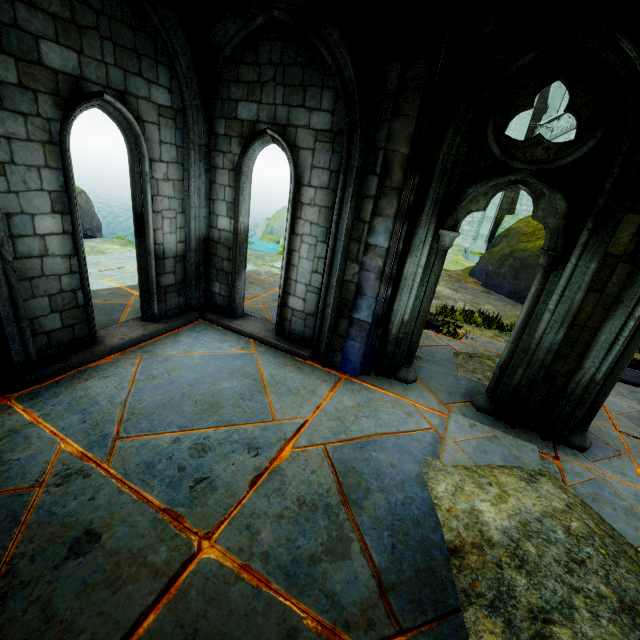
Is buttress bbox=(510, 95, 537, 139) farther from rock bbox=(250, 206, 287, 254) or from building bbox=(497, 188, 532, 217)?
rock bbox=(250, 206, 287, 254)

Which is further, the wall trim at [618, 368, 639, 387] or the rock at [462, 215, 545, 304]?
the rock at [462, 215, 545, 304]

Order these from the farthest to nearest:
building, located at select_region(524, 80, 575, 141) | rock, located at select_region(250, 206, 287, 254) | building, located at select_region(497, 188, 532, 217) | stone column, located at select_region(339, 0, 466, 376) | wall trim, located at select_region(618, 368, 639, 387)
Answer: rock, located at select_region(250, 206, 287, 254) → building, located at select_region(497, 188, 532, 217) → building, located at select_region(524, 80, 575, 141) → wall trim, located at select_region(618, 368, 639, 387) → stone column, located at select_region(339, 0, 466, 376)

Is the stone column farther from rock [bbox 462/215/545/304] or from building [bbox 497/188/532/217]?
rock [bbox 462/215/545/304]

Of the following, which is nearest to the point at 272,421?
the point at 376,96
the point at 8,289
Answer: the point at 8,289

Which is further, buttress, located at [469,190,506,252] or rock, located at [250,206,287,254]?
rock, located at [250,206,287,254]

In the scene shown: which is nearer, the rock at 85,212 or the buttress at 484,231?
the rock at 85,212

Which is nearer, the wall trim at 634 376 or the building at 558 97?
the wall trim at 634 376
